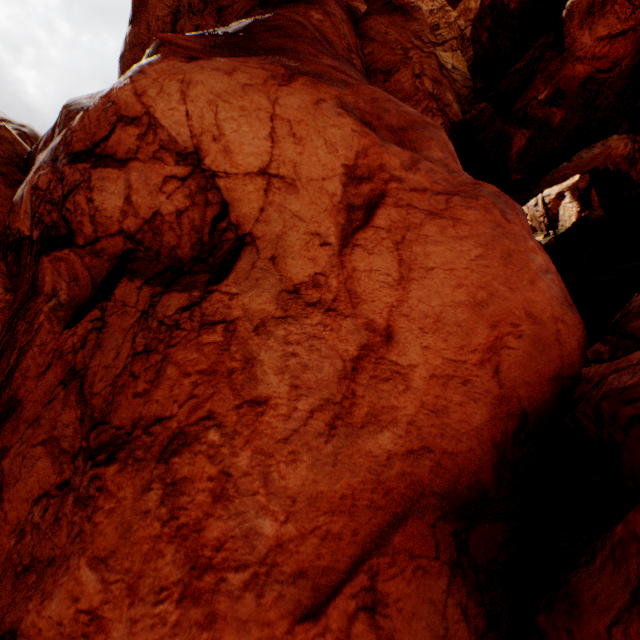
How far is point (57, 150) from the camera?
8.53m
